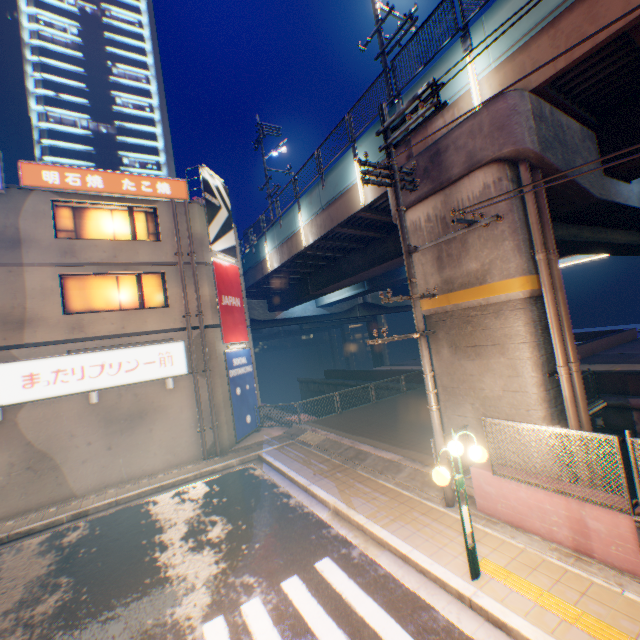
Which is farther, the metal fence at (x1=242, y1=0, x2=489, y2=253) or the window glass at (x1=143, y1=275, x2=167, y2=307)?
the window glass at (x1=143, y1=275, x2=167, y2=307)

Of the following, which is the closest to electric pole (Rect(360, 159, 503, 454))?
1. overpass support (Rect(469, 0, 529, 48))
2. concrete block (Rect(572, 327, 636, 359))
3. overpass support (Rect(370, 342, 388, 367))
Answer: overpass support (Rect(469, 0, 529, 48))

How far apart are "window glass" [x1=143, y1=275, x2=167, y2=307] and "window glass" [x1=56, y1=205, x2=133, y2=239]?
1.5 meters

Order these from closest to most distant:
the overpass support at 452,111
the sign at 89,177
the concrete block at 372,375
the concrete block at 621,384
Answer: the overpass support at 452,111 < the sign at 89,177 < the concrete block at 621,384 < the concrete block at 372,375

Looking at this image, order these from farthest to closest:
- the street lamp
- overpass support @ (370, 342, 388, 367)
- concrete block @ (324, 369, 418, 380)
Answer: overpass support @ (370, 342, 388, 367)
concrete block @ (324, 369, 418, 380)
the street lamp

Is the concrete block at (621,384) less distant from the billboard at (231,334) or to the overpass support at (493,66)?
the overpass support at (493,66)

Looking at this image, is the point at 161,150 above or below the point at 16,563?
above

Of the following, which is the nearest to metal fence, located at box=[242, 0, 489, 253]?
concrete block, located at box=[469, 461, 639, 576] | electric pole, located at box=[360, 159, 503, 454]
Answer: electric pole, located at box=[360, 159, 503, 454]
